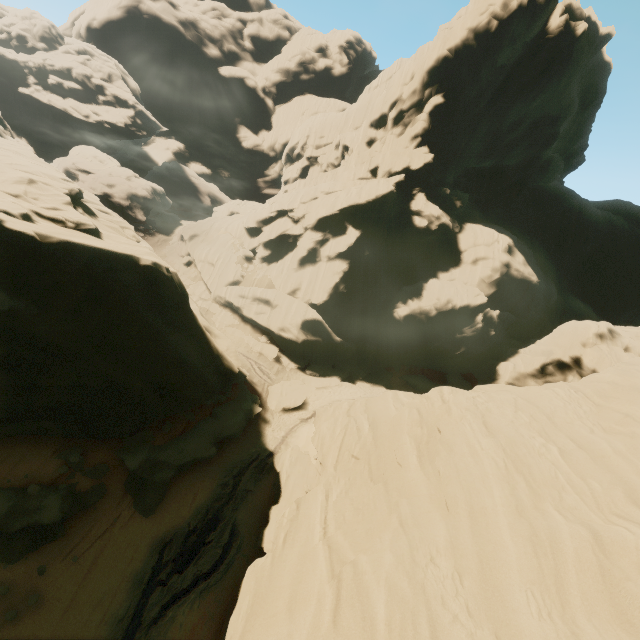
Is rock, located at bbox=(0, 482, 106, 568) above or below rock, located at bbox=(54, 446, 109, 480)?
below

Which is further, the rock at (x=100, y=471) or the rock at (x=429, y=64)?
the rock at (x=100, y=471)

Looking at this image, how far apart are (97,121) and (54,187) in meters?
56.4

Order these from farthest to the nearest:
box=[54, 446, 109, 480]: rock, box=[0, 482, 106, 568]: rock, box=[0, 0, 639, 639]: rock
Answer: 1. box=[54, 446, 109, 480]: rock
2. box=[0, 482, 106, 568]: rock
3. box=[0, 0, 639, 639]: rock

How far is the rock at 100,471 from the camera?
14.9m

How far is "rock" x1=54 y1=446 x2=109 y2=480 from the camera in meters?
14.9
